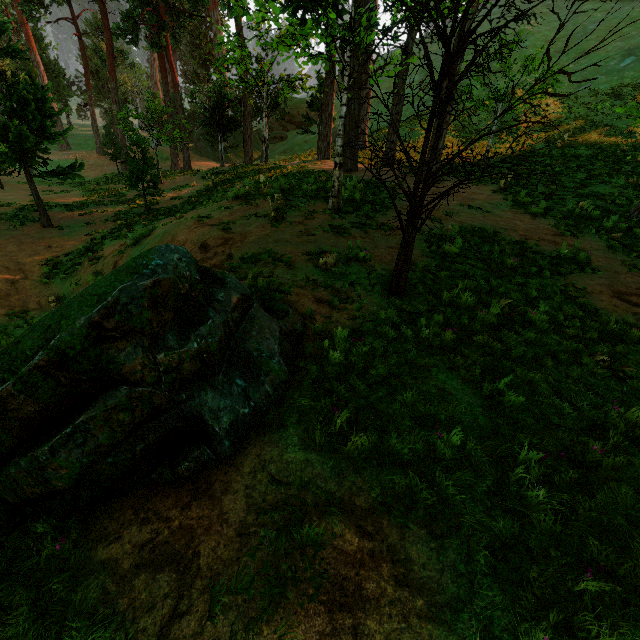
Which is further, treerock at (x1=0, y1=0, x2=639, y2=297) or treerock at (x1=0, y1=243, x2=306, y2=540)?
treerock at (x1=0, y1=0, x2=639, y2=297)

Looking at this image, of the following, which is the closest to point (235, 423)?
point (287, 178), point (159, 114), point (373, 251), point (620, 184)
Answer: point (373, 251)

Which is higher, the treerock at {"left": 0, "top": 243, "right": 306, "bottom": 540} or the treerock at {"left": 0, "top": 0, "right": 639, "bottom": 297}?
the treerock at {"left": 0, "top": 0, "right": 639, "bottom": 297}

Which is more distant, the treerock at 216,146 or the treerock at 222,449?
the treerock at 216,146

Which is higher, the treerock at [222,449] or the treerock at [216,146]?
the treerock at [216,146]
